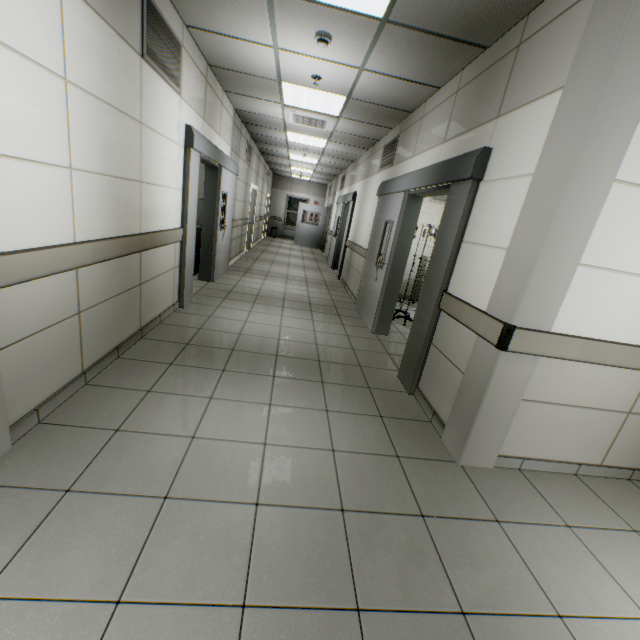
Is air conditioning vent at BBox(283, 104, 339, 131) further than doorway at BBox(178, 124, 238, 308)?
Yes

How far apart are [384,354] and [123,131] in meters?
3.6 m

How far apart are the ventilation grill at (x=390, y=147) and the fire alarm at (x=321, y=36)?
2.5m

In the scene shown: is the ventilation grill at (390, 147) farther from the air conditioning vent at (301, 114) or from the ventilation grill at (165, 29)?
the ventilation grill at (165, 29)

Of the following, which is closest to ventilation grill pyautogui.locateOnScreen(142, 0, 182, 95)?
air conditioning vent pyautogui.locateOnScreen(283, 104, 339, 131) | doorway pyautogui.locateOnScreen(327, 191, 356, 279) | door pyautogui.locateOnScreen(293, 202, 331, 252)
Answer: air conditioning vent pyautogui.locateOnScreen(283, 104, 339, 131)

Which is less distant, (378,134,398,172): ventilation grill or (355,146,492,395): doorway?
(355,146,492,395): doorway

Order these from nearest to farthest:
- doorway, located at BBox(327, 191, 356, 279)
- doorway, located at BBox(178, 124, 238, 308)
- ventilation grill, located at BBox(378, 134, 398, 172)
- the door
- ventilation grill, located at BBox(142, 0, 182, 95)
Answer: ventilation grill, located at BBox(142, 0, 182, 95), doorway, located at BBox(178, 124, 238, 308), ventilation grill, located at BBox(378, 134, 398, 172), doorway, located at BBox(327, 191, 356, 279), the door

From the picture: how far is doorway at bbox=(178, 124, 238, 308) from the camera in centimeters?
415cm
